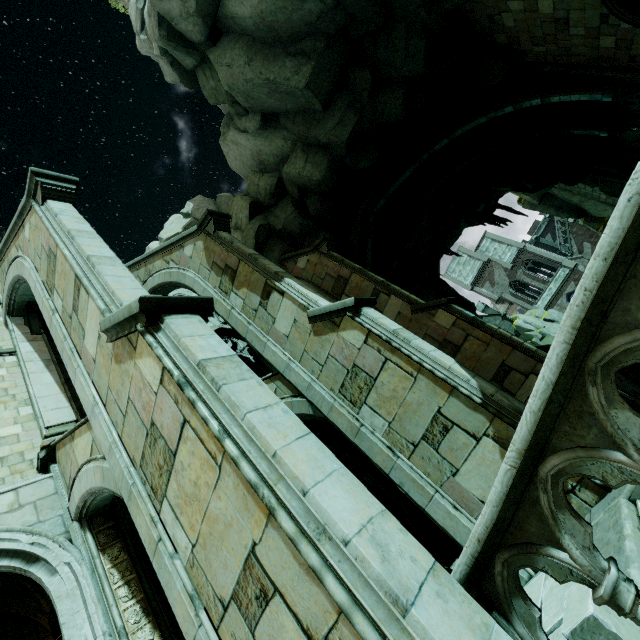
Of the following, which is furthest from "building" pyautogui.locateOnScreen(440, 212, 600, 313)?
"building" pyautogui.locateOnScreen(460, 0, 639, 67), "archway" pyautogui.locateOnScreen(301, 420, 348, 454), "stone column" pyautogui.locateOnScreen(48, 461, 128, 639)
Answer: "building" pyautogui.locateOnScreen(460, 0, 639, 67)

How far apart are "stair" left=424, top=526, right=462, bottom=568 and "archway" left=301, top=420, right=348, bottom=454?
3.8m

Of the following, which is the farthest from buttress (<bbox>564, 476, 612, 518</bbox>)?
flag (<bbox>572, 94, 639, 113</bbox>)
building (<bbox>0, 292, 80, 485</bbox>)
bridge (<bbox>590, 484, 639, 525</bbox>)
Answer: flag (<bbox>572, 94, 639, 113</bbox>)

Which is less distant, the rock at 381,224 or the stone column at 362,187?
the stone column at 362,187

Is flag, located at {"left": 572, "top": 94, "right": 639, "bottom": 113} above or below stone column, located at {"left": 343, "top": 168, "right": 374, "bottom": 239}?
below

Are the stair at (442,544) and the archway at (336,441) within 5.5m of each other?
yes

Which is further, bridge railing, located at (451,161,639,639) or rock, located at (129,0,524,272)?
rock, located at (129,0,524,272)

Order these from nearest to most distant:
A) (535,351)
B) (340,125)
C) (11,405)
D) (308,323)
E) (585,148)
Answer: (308,323) → (11,405) → (535,351) → (340,125) → (585,148)
